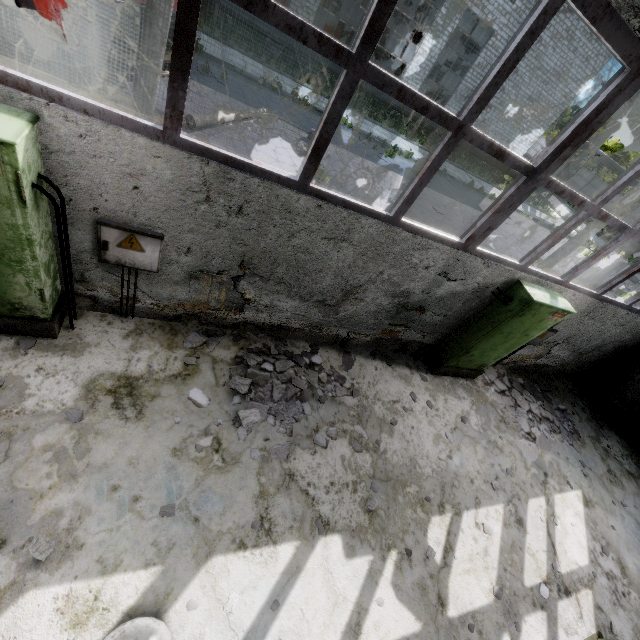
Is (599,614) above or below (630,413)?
below

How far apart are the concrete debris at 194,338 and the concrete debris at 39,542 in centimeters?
241cm

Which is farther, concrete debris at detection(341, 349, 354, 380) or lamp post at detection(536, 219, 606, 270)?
lamp post at detection(536, 219, 606, 270)

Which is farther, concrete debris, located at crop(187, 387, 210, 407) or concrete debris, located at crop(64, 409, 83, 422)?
concrete debris, located at crop(187, 387, 210, 407)

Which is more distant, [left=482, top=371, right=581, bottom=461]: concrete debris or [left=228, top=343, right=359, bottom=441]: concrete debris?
[left=482, top=371, right=581, bottom=461]: concrete debris

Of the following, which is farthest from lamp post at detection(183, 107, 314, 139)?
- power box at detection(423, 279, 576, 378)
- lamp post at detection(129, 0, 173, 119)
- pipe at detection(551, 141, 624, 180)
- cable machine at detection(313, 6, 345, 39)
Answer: pipe at detection(551, 141, 624, 180)

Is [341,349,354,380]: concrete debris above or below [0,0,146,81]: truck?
below

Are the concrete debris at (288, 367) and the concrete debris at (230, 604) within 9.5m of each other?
yes
